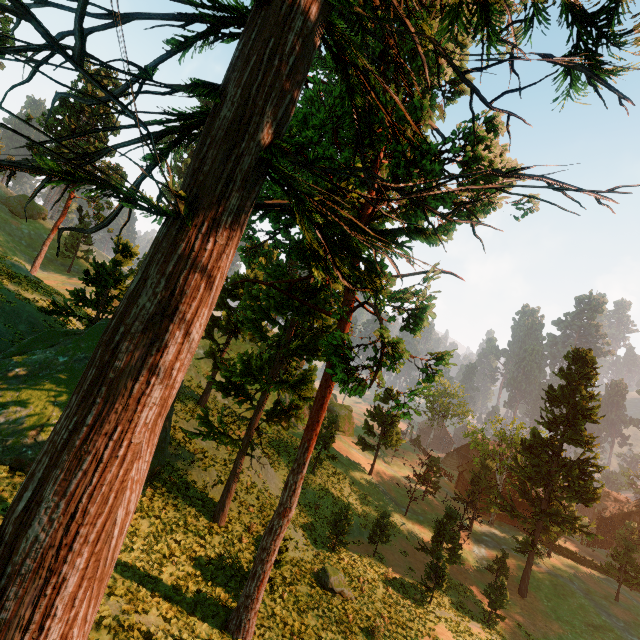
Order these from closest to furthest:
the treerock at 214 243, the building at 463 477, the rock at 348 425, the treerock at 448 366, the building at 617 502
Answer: the treerock at 214 243 < the treerock at 448 366 < the building at 617 502 < the building at 463 477 < the rock at 348 425

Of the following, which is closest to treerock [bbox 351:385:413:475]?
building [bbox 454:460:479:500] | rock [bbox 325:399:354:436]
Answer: building [bbox 454:460:479:500]

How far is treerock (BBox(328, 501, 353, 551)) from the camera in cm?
2397

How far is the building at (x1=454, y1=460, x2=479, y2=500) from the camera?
49.72m

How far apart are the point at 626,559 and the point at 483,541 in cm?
1367

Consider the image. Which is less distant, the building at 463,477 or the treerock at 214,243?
the treerock at 214,243

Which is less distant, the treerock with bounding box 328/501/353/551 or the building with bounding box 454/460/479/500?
the treerock with bounding box 328/501/353/551

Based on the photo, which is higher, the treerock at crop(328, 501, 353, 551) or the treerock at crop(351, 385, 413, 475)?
the treerock at crop(351, 385, 413, 475)
